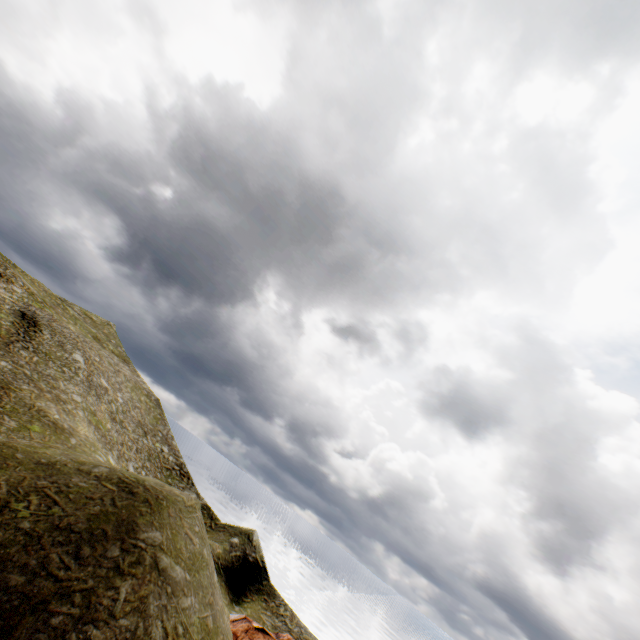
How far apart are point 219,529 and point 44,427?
24.0m
